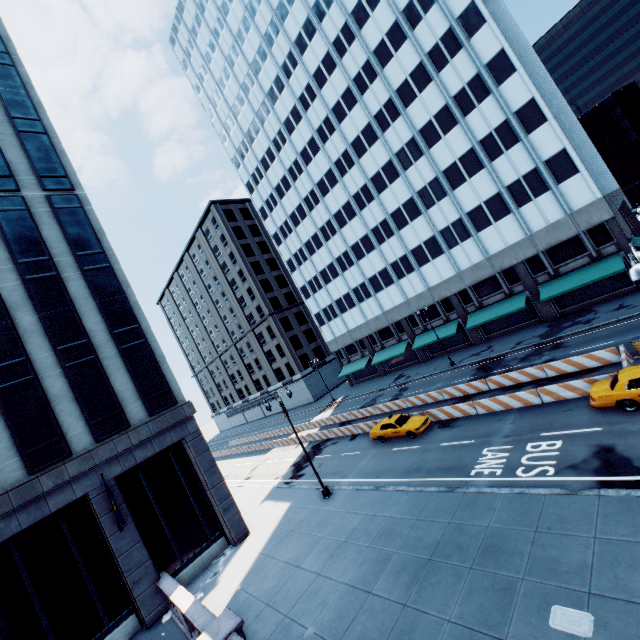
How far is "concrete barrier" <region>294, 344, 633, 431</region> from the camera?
19.3 meters

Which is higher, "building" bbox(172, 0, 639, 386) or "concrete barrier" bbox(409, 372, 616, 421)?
"building" bbox(172, 0, 639, 386)

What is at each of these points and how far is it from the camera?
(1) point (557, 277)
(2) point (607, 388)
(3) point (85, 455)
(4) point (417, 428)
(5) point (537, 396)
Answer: (1) building, 32.19m
(2) vehicle, 15.08m
(3) building, 17.86m
(4) vehicle, 22.81m
(5) concrete barrier, 19.02m

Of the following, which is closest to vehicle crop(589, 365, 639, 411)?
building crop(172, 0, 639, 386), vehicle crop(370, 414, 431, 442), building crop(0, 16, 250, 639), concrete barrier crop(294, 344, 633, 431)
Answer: concrete barrier crop(294, 344, 633, 431)

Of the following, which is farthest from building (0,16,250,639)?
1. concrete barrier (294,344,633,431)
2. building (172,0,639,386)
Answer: building (172,0,639,386)

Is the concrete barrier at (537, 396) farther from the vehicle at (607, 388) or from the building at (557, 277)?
the building at (557, 277)

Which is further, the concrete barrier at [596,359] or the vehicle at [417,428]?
the vehicle at [417,428]
